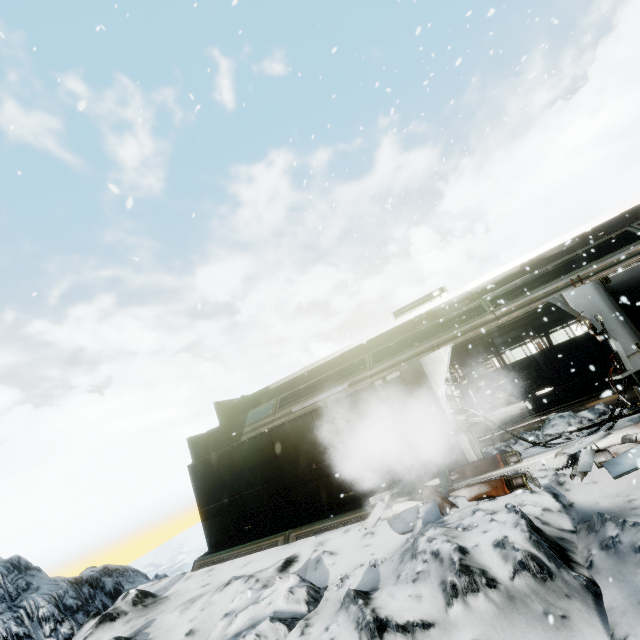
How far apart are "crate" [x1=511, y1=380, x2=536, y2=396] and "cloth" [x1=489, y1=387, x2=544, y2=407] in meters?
0.0 m

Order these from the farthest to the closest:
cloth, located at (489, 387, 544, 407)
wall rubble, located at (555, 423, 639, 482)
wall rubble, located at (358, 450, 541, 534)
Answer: cloth, located at (489, 387, 544, 407), wall rubble, located at (358, 450, 541, 534), wall rubble, located at (555, 423, 639, 482)

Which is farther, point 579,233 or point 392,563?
point 579,233

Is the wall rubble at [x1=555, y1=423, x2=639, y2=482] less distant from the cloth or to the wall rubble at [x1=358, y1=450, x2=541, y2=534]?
the wall rubble at [x1=358, y1=450, x2=541, y2=534]

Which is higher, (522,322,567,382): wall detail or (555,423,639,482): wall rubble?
(522,322,567,382): wall detail

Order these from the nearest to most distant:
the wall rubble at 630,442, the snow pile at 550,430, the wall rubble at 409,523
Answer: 1. the wall rubble at 630,442
2. the wall rubble at 409,523
3. the snow pile at 550,430

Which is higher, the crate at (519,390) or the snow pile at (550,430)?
the crate at (519,390)

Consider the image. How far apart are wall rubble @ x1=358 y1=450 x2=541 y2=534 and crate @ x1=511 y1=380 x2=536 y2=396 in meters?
7.9 m
